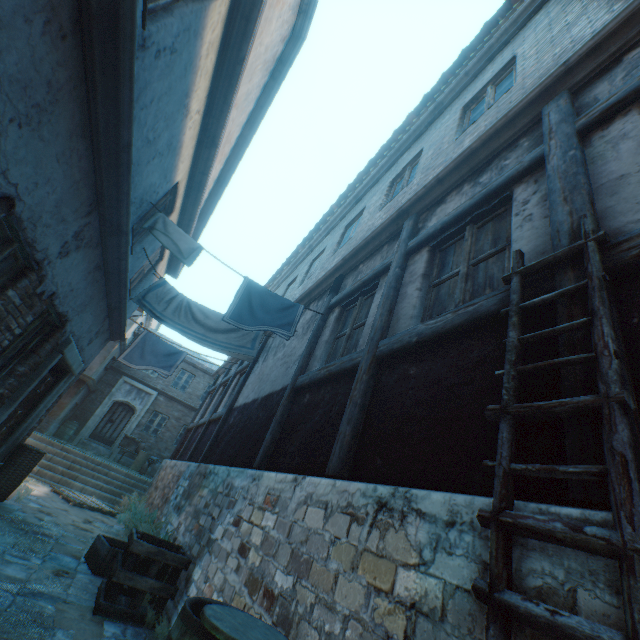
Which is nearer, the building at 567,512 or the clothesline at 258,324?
the building at 567,512

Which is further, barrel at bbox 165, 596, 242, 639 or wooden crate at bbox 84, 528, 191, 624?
wooden crate at bbox 84, 528, 191, 624

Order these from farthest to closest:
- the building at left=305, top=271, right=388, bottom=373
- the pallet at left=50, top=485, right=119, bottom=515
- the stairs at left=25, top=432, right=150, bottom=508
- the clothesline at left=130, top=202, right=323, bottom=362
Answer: the stairs at left=25, top=432, right=150, bottom=508 → the pallet at left=50, top=485, right=119, bottom=515 → the clothesline at left=130, top=202, right=323, bottom=362 → the building at left=305, top=271, right=388, bottom=373

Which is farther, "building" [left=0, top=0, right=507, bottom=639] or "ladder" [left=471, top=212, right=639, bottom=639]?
"building" [left=0, top=0, right=507, bottom=639]

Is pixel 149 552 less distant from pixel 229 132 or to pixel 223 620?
pixel 223 620

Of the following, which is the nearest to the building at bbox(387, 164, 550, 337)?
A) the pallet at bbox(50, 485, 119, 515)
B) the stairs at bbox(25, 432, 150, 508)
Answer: the stairs at bbox(25, 432, 150, 508)

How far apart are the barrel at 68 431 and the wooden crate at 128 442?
2.64m

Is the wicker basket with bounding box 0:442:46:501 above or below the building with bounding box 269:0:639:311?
below
